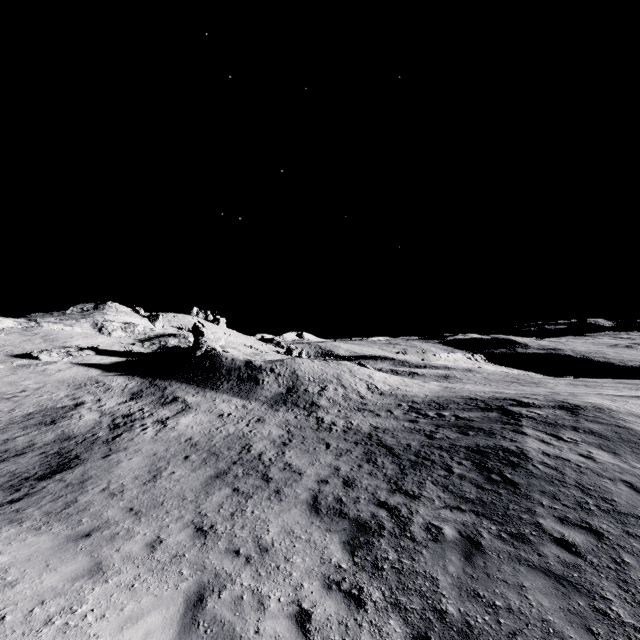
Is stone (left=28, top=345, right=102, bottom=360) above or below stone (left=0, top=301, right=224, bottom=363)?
below

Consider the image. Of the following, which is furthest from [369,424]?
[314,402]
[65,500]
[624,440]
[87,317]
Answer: [87,317]

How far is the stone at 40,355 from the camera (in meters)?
30.27

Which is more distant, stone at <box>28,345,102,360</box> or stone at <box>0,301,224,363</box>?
stone at <box>0,301,224,363</box>

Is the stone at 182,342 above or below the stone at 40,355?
above

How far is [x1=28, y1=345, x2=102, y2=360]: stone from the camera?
30.3m
